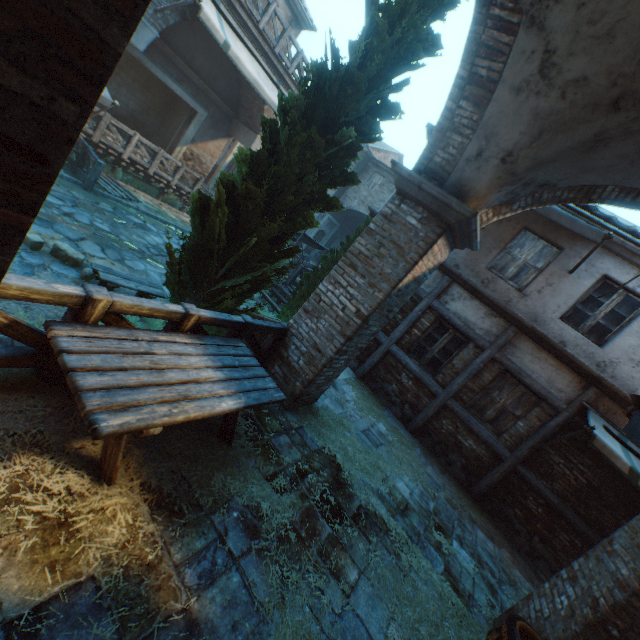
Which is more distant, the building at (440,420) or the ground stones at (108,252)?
the building at (440,420)

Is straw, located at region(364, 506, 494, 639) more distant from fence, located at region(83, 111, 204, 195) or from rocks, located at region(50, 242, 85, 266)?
fence, located at region(83, 111, 204, 195)

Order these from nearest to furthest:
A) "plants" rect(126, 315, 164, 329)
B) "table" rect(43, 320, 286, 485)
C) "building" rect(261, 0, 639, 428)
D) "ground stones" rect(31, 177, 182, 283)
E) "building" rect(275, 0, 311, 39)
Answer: "table" rect(43, 320, 286, 485), "building" rect(261, 0, 639, 428), "plants" rect(126, 315, 164, 329), "ground stones" rect(31, 177, 182, 283), "building" rect(275, 0, 311, 39)

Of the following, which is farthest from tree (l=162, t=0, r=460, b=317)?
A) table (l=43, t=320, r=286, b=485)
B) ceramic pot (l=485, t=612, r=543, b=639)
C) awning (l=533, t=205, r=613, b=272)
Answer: ceramic pot (l=485, t=612, r=543, b=639)

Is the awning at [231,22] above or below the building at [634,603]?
above

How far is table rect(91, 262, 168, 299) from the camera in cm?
568

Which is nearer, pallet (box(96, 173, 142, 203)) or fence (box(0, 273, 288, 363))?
fence (box(0, 273, 288, 363))

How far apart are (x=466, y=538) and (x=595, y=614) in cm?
278
